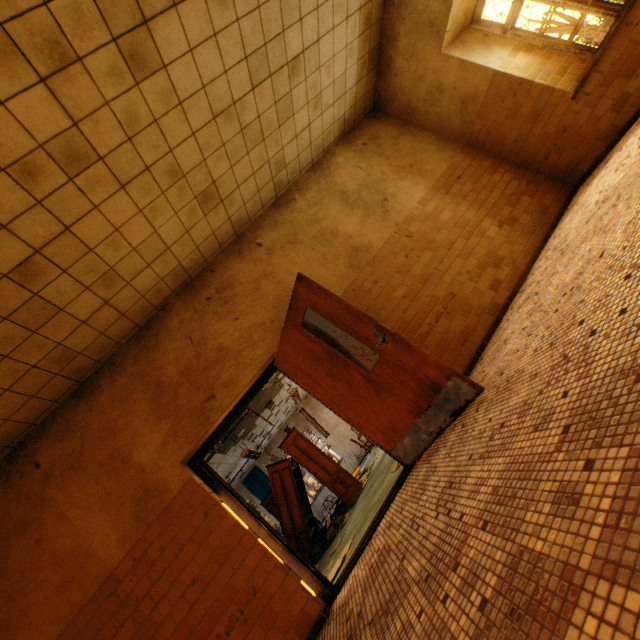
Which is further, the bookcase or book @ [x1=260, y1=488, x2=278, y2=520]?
book @ [x1=260, y1=488, x2=278, y2=520]

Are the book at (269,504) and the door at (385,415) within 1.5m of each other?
no

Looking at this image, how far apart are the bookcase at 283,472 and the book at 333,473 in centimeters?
2cm

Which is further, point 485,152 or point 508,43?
point 485,152

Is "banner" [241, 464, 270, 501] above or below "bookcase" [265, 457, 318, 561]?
above

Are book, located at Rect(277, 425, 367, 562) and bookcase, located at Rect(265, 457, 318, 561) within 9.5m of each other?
yes

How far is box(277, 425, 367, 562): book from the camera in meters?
7.2 m

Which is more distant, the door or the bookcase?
the bookcase
